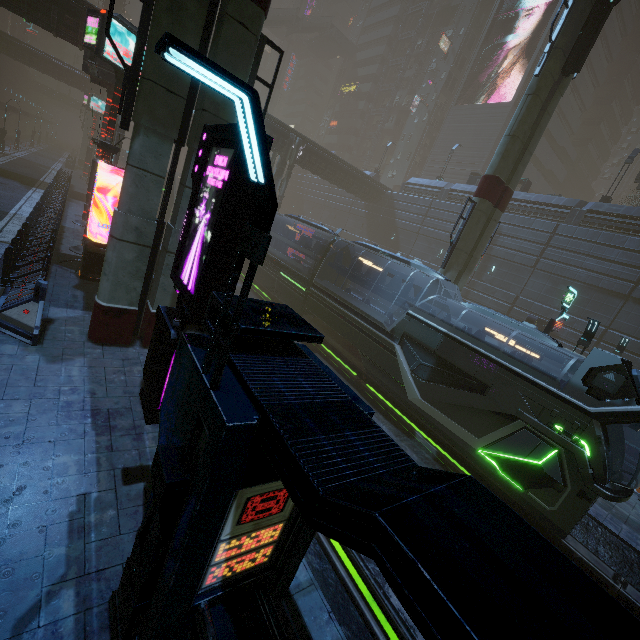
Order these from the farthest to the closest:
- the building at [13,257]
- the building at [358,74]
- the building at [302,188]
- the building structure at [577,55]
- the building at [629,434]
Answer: the building at [358,74], the building at [302,188], the building at [629,434], the building structure at [577,55], the building at [13,257]

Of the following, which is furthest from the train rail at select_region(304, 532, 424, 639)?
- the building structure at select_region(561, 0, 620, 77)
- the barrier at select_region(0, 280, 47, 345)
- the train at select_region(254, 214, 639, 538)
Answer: the building structure at select_region(561, 0, 620, 77)

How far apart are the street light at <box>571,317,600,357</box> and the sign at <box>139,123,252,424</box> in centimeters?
1293cm

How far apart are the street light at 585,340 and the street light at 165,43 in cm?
1398

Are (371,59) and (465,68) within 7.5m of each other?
no

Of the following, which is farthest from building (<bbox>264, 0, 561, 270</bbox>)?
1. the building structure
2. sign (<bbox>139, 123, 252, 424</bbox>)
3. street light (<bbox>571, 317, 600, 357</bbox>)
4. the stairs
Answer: the building structure

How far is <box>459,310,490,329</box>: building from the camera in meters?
27.4 m

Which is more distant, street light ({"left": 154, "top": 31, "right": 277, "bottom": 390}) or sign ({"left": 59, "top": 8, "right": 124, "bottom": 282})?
sign ({"left": 59, "top": 8, "right": 124, "bottom": 282})
